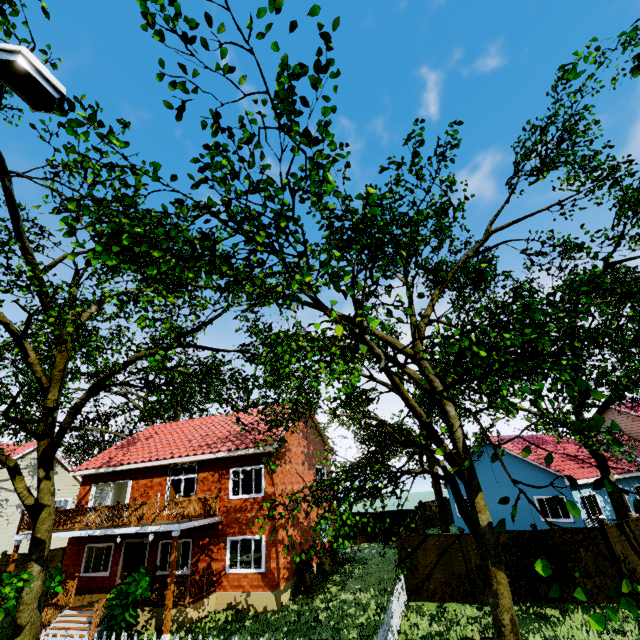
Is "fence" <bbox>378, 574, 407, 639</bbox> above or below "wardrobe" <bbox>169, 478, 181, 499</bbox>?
below

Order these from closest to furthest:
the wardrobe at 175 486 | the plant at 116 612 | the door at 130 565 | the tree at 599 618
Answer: the tree at 599 618 < the plant at 116 612 < the door at 130 565 < the wardrobe at 175 486

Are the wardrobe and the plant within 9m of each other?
yes

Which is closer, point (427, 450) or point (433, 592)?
point (427, 450)

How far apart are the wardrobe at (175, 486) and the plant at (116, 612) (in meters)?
3.94

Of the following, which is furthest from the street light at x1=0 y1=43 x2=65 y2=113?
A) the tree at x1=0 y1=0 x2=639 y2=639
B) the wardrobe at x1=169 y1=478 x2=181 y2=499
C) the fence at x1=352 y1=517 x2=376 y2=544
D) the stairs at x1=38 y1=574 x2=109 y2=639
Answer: the fence at x1=352 y1=517 x2=376 y2=544

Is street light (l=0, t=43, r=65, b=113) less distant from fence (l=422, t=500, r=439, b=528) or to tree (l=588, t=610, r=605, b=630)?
tree (l=588, t=610, r=605, b=630)

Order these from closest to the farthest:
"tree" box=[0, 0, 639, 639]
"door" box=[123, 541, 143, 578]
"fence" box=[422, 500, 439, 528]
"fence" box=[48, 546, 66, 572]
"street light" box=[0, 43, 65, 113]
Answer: "street light" box=[0, 43, 65, 113], "tree" box=[0, 0, 639, 639], "door" box=[123, 541, 143, 578], "fence" box=[48, 546, 66, 572], "fence" box=[422, 500, 439, 528]
